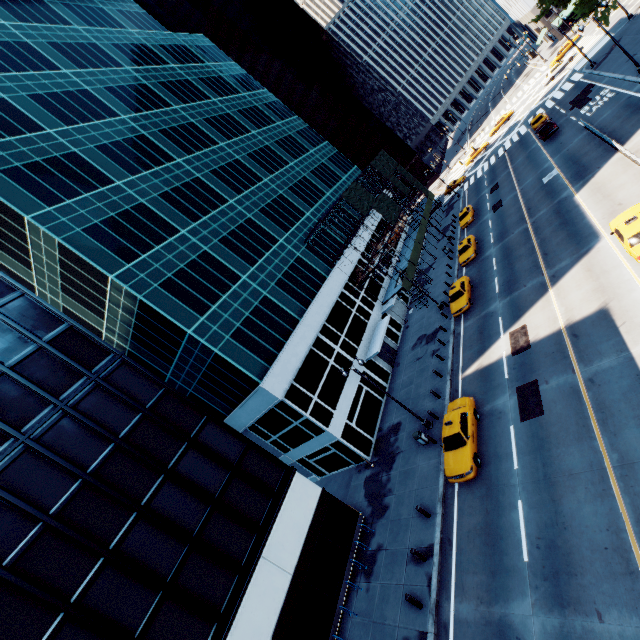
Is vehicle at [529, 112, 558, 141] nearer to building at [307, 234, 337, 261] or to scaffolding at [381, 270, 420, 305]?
scaffolding at [381, 270, 420, 305]

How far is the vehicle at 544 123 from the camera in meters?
37.7 m

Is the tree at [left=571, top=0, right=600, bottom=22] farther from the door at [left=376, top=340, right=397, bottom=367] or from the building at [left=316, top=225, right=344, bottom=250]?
the door at [left=376, top=340, right=397, bottom=367]

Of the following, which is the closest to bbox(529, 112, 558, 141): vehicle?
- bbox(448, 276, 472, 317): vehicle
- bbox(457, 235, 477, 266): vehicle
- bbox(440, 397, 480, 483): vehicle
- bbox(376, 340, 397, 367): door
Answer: bbox(457, 235, 477, 266): vehicle

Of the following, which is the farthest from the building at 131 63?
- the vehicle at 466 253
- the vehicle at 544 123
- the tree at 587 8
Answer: the tree at 587 8

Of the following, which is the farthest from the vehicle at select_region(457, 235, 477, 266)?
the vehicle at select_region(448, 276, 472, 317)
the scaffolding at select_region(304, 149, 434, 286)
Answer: the scaffolding at select_region(304, 149, 434, 286)

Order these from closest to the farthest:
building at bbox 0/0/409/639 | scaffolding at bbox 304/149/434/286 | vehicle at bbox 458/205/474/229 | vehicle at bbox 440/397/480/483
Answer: building at bbox 0/0/409/639 → vehicle at bbox 440/397/480/483 → scaffolding at bbox 304/149/434/286 → vehicle at bbox 458/205/474/229

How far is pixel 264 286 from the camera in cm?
3042
